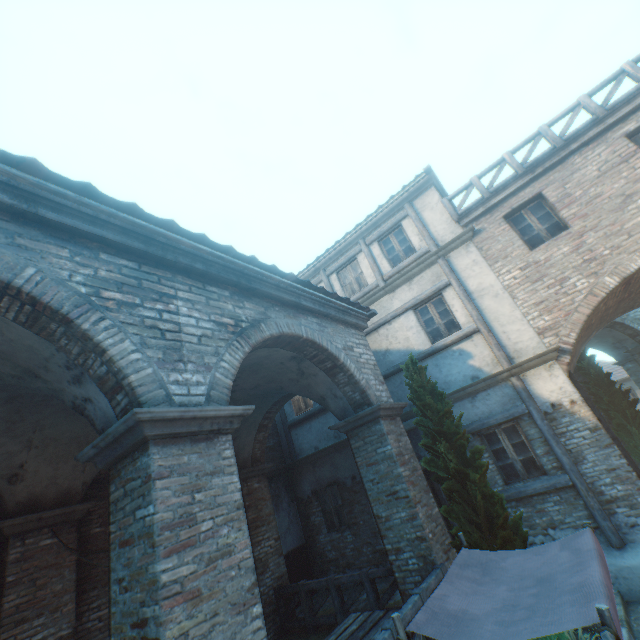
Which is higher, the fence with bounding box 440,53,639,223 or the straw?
the fence with bounding box 440,53,639,223

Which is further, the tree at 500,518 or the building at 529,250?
the building at 529,250

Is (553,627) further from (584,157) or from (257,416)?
(584,157)

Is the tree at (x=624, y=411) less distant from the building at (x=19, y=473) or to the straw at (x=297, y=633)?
the building at (x=19, y=473)

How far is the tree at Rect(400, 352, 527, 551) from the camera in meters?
5.6 m

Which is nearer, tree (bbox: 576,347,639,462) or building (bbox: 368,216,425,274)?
building (bbox: 368,216,425,274)

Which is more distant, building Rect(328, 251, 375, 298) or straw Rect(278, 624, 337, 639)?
building Rect(328, 251, 375, 298)

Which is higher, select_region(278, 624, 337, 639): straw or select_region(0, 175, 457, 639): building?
select_region(0, 175, 457, 639): building
